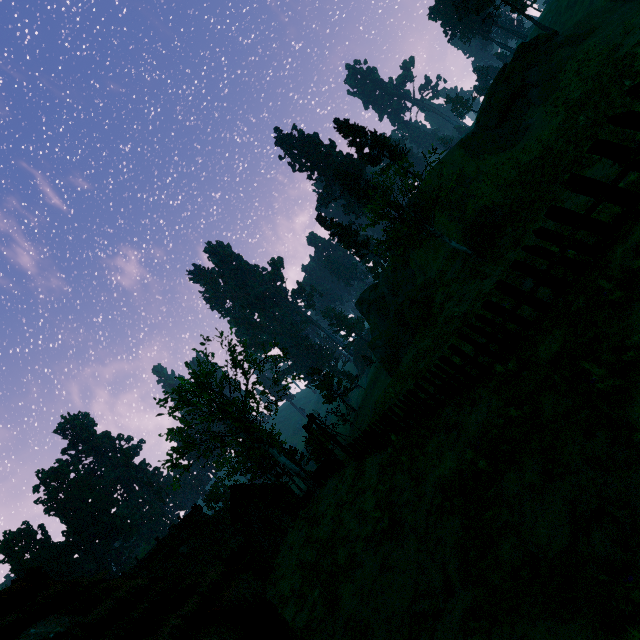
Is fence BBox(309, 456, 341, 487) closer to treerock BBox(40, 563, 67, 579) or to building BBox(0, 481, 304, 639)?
treerock BBox(40, 563, 67, 579)

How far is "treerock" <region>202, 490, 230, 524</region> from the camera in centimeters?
5556cm

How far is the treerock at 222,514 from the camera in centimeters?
5556cm

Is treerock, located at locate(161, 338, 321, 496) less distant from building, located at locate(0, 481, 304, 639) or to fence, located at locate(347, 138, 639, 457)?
building, located at locate(0, 481, 304, 639)

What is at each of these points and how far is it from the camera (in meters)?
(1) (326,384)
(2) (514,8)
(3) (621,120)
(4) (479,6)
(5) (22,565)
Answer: (1) treerock, 57.19
(2) treerock, 50.06
(3) fence, 5.42
(4) treerock, 50.00
(5) treerock, 59.22
